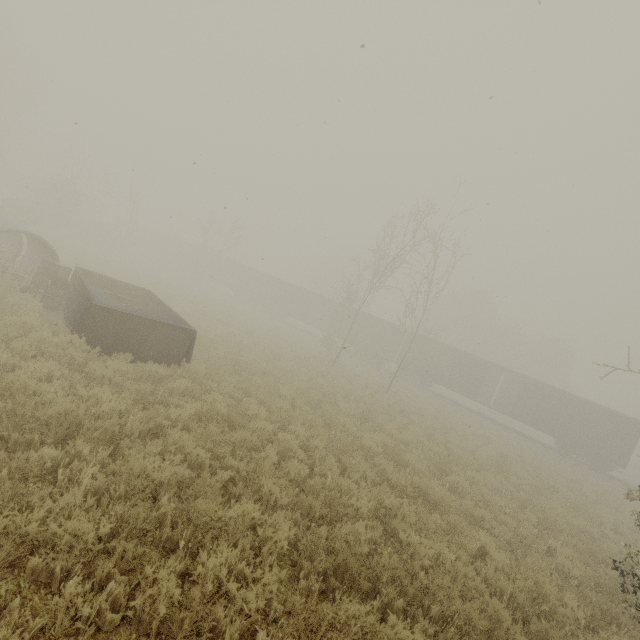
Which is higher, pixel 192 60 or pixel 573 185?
pixel 192 60

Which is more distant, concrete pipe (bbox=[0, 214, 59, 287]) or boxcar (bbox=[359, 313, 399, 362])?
boxcar (bbox=[359, 313, 399, 362])

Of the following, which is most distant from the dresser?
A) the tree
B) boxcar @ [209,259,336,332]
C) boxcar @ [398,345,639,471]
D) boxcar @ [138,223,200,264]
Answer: boxcar @ [138,223,200,264]

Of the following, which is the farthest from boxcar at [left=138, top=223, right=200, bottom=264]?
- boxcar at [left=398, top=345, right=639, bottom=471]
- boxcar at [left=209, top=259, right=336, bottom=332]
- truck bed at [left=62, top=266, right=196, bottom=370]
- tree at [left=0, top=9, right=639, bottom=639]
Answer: truck bed at [left=62, top=266, right=196, bottom=370]

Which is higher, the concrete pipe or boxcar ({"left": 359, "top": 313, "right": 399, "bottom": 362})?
boxcar ({"left": 359, "top": 313, "right": 399, "bottom": 362})

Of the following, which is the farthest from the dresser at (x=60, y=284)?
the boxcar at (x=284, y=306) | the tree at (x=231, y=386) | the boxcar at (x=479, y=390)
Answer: the boxcar at (x=479, y=390)

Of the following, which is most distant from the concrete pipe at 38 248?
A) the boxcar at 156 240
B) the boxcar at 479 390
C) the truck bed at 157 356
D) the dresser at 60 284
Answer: the boxcar at 156 240

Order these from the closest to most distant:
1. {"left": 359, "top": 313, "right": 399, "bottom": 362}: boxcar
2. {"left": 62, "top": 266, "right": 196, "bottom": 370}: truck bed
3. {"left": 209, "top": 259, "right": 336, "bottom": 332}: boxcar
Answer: {"left": 62, "top": 266, "right": 196, "bottom": 370}: truck bed, {"left": 359, "top": 313, "right": 399, "bottom": 362}: boxcar, {"left": 209, "top": 259, "right": 336, "bottom": 332}: boxcar
